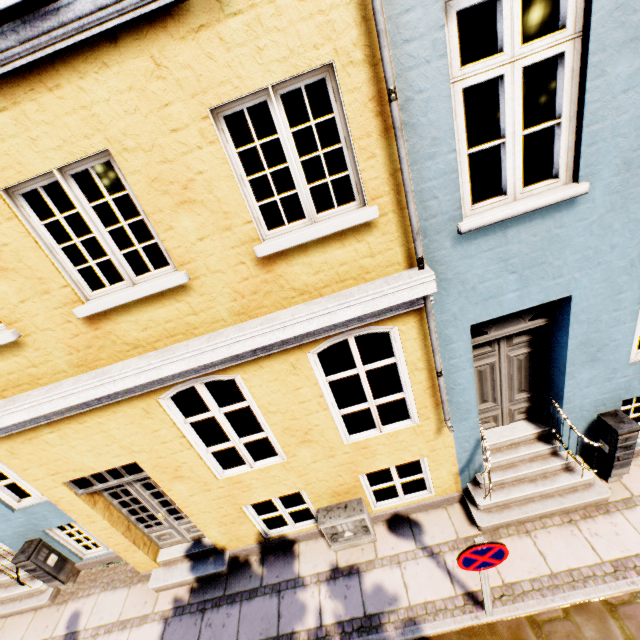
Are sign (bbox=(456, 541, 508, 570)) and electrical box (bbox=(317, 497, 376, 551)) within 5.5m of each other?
yes

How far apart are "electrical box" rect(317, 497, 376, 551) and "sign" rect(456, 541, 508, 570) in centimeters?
174cm

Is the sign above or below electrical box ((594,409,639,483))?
above

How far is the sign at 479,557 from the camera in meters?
3.3

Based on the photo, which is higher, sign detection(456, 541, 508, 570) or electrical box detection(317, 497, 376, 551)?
sign detection(456, 541, 508, 570)

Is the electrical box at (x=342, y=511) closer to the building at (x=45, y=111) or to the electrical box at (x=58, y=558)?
the building at (x=45, y=111)

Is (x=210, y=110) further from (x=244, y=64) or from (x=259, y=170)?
(x=259, y=170)

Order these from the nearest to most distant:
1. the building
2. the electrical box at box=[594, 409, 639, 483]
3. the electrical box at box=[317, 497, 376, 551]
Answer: the building
the electrical box at box=[594, 409, 639, 483]
the electrical box at box=[317, 497, 376, 551]
